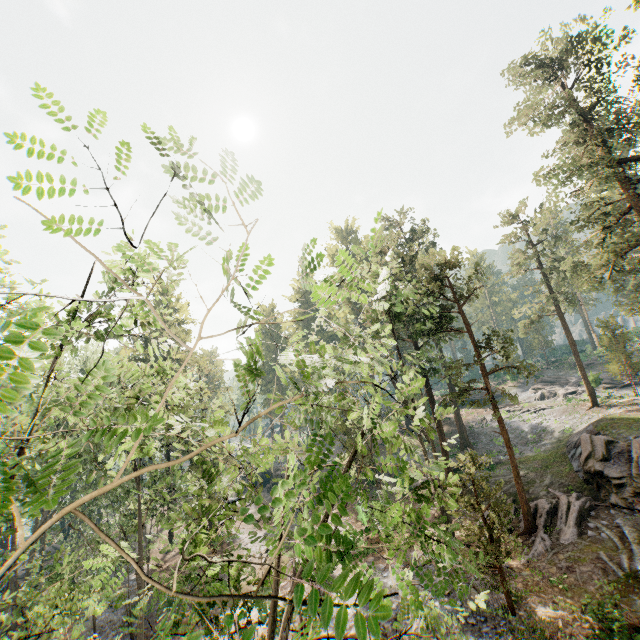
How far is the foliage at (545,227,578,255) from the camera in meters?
26.5 m

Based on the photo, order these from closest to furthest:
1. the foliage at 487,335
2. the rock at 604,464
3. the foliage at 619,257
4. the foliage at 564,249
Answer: the foliage at 487,335, the rock at 604,464, the foliage at 619,257, the foliage at 564,249

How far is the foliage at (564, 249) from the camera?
26.48m

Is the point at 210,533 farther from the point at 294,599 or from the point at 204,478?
the point at 204,478

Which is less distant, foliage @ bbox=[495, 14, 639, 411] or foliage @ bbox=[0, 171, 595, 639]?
foliage @ bbox=[0, 171, 595, 639]

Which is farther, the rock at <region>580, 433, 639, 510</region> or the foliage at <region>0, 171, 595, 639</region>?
the rock at <region>580, 433, 639, 510</region>

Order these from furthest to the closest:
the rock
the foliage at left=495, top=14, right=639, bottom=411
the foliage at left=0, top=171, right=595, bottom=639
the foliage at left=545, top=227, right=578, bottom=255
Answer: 1. the foliage at left=545, top=227, right=578, bottom=255
2. the foliage at left=495, top=14, right=639, bottom=411
3. the rock
4. the foliage at left=0, top=171, right=595, bottom=639
